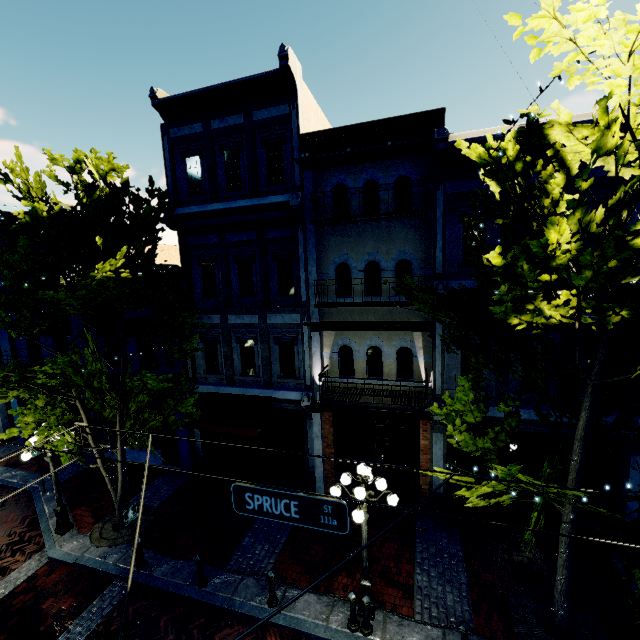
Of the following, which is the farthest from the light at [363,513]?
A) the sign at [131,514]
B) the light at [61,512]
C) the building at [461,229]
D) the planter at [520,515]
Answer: the light at [61,512]

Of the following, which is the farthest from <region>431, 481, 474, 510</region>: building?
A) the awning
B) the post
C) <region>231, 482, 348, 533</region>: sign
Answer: <region>231, 482, 348, 533</region>: sign

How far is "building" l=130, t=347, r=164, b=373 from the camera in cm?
1318

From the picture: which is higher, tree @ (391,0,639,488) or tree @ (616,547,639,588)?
tree @ (391,0,639,488)

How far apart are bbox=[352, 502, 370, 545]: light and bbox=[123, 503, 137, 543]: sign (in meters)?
5.50

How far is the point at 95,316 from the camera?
8.9m

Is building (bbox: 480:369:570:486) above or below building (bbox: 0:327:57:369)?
below

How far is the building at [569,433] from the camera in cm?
888
